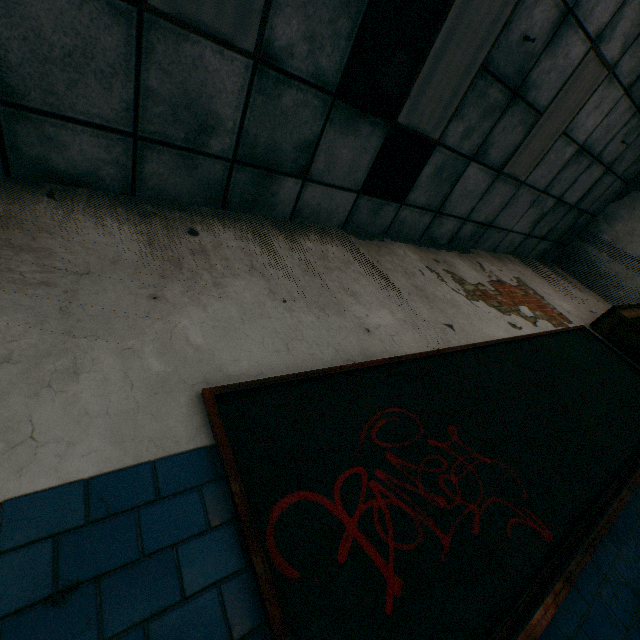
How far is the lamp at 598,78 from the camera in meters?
3.5 m

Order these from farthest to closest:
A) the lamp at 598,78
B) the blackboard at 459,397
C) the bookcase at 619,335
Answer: the bookcase at 619,335 < the lamp at 598,78 < the blackboard at 459,397

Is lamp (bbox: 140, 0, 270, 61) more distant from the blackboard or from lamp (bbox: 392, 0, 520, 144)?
the blackboard

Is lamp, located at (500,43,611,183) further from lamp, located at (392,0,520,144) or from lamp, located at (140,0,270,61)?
lamp, located at (140,0,270,61)

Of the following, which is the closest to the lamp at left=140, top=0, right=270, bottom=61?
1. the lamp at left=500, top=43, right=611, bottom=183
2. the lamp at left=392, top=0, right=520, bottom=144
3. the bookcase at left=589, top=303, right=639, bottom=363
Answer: the lamp at left=392, top=0, right=520, bottom=144

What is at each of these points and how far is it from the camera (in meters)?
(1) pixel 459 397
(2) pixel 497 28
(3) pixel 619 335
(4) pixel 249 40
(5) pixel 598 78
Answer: (1) blackboard, 2.11
(2) lamp, 2.70
(3) bookcase, 4.23
(4) lamp, 2.02
(5) lamp, 3.66

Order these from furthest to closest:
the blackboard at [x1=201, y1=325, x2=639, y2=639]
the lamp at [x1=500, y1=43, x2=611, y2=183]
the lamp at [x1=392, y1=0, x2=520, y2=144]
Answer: the lamp at [x1=500, y1=43, x2=611, y2=183], the lamp at [x1=392, y1=0, x2=520, y2=144], the blackboard at [x1=201, y1=325, x2=639, y2=639]

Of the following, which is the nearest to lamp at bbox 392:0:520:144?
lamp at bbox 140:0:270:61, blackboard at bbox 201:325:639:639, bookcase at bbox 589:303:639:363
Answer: lamp at bbox 140:0:270:61
